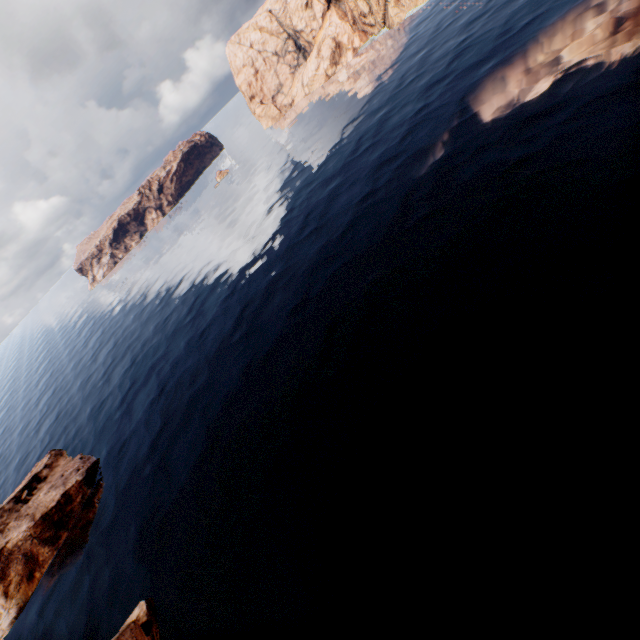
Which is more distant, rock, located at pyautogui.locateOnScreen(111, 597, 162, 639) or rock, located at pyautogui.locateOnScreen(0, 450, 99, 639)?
rock, located at pyautogui.locateOnScreen(0, 450, 99, 639)

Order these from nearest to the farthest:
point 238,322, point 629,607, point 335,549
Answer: point 629,607 < point 335,549 < point 238,322

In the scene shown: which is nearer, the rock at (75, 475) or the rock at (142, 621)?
the rock at (142, 621)
